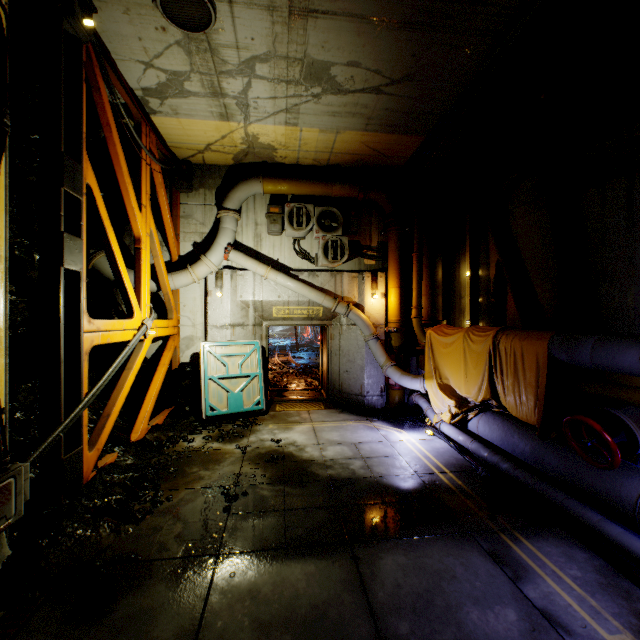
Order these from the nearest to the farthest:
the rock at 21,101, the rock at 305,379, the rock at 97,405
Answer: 1. the rock at 21,101
2. the rock at 97,405
3. the rock at 305,379

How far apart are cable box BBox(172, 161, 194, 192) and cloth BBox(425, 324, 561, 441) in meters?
7.7 m

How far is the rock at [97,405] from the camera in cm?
619

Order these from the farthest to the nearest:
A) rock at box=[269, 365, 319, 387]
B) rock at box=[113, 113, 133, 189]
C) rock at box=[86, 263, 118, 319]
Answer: rock at box=[269, 365, 319, 387], rock at box=[86, 263, 118, 319], rock at box=[113, 113, 133, 189]

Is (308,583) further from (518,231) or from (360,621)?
(518,231)

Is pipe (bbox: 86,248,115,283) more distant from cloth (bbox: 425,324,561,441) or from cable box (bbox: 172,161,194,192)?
cable box (bbox: 172,161,194,192)

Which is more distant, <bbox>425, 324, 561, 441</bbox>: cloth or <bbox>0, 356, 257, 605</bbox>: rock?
<bbox>425, 324, 561, 441</bbox>: cloth

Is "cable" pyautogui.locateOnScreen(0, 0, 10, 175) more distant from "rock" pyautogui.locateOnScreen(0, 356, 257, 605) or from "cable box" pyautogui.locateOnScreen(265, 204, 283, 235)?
"cable box" pyautogui.locateOnScreen(265, 204, 283, 235)
